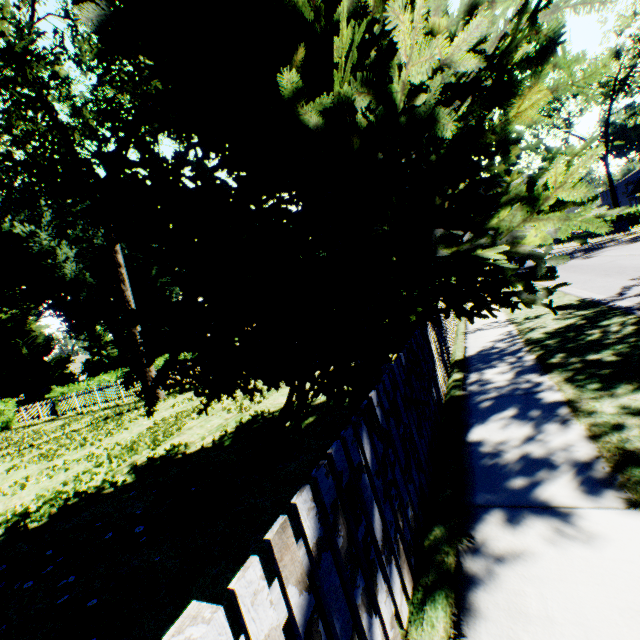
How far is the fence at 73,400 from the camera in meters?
18.9 m

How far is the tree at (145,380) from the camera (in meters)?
14.88

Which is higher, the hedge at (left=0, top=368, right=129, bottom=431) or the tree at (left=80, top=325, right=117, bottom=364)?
the tree at (left=80, top=325, right=117, bottom=364)

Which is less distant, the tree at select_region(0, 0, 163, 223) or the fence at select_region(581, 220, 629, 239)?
the tree at select_region(0, 0, 163, 223)

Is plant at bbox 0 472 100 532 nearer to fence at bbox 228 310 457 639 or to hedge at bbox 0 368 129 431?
fence at bbox 228 310 457 639

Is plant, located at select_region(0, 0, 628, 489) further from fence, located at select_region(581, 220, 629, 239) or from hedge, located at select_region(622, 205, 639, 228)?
hedge, located at select_region(622, 205, 639, 228)

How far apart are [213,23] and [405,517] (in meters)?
5.61

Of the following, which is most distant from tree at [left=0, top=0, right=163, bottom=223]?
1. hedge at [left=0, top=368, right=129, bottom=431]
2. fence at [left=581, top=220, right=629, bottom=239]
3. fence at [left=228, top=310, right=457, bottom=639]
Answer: fence at [left=581, top=220, right=629, bottom=239]
